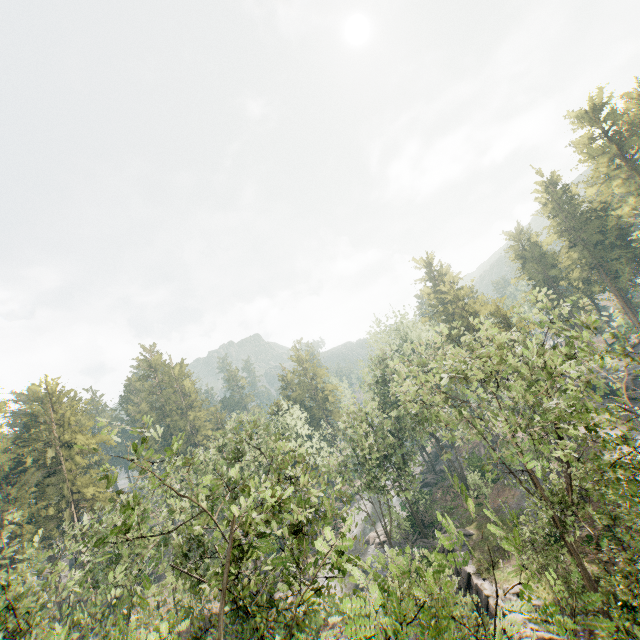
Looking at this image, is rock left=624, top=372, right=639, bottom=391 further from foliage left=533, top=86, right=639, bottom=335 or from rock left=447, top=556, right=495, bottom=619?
rock left=447, top=556, right=495, bottom=619

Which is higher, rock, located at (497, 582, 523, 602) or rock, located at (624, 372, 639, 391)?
rock, located at (624, 372, 639, 391)

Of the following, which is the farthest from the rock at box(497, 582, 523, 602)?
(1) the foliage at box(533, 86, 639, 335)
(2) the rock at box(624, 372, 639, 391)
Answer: (2) the rock at box(624, 372, 639, 391)

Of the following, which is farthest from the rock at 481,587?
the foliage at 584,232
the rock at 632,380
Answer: the rock at 632,380

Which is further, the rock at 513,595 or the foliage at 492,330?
the rock at 513,595

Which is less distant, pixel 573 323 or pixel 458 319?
pixel 573 323
